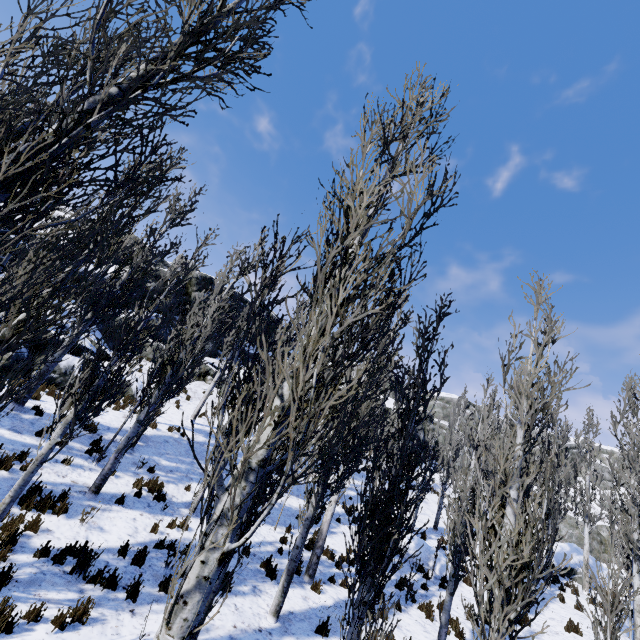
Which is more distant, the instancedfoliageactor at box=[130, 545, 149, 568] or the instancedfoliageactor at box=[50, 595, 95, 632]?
the instancedfoliageactor at box=[130, 545, 149, 568]

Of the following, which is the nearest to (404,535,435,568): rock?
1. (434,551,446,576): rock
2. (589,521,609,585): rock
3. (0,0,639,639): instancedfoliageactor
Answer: (0,0,639,639): instancedfoliageactor

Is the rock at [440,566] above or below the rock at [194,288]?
below

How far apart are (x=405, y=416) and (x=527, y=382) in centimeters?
233cm

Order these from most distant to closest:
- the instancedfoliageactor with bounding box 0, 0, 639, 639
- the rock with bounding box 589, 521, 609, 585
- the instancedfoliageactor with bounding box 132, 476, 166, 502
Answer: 1. the rock with bounding box 589, 521, 609, 585
2. the instancedfoliageactor with bounding box 132, 476, 166, 502
3. the instancedfoliageactor with bounding box 0, 0, 639, 639

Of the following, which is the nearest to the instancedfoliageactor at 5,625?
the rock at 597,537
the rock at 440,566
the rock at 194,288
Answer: the rock at 194,288

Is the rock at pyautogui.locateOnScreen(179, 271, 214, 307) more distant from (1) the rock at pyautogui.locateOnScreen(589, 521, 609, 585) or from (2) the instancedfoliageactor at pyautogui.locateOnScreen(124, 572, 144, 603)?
(1) the rock at pyautogui.locateOnScreen(589, 521, 609, 585)
